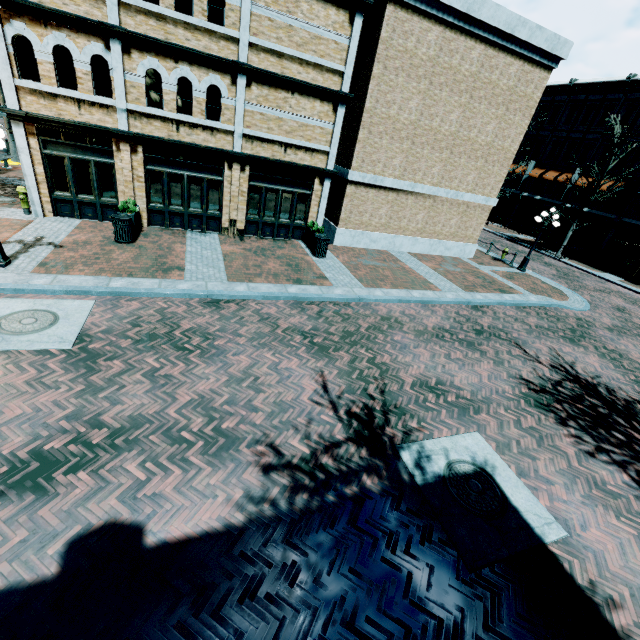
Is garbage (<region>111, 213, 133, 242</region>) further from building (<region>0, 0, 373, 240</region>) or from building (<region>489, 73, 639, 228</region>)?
building (<region>489, 73, 639, 228</region>)

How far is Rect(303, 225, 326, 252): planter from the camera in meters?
14.2

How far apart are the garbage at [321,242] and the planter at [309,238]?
0.05m

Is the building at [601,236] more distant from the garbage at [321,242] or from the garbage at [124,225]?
the garbage at [124,225]

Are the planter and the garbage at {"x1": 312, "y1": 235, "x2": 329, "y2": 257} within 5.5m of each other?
yes

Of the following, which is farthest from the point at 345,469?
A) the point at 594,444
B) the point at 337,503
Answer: the point at 594,444

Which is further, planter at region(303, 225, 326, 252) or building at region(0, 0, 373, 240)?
planter at region(303, 225, 326, 252)

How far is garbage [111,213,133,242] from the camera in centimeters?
1081cm
